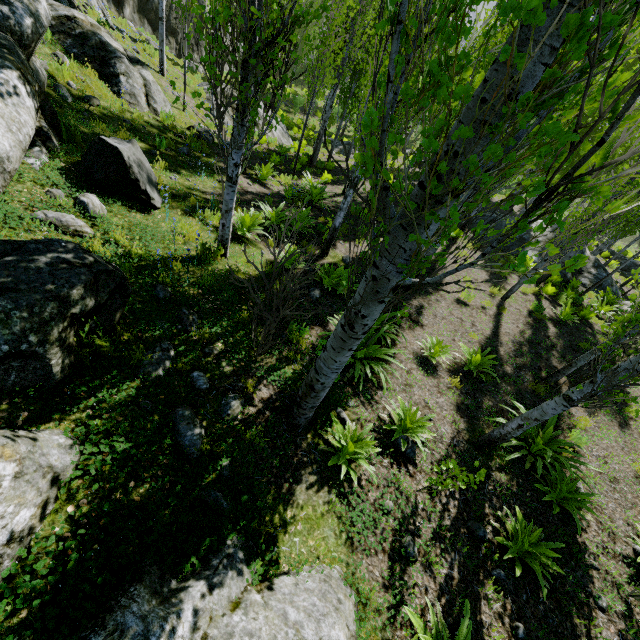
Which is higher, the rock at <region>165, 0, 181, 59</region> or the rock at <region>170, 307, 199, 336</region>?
the rock at <region>170, 307, 199, 336</region>

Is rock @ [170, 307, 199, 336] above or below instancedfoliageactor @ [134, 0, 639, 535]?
below

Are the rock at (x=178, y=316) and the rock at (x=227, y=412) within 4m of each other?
yes

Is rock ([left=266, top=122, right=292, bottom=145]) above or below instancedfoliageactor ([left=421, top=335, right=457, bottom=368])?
below

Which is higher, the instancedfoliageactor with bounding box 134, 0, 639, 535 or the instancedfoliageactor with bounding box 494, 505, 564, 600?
the instancedfoliageactor with bounding box 134, 0, 639, 535

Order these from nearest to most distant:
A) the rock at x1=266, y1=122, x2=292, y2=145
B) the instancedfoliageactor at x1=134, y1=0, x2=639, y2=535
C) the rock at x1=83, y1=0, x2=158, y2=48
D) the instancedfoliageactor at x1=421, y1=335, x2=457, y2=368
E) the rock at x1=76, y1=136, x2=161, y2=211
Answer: the instancedfoliageactor at x1=134, y1=0, x2=639, y2=535
the rock at x1=76, y1=136, x2=161, y2=211
the instancedfoliageactor at x1=421, y1=335, x2=457, y2=368
the rock at x1=83, y1=0, x2=158, y2=48
the rock at x1=266, y1=122, x2=292, y2=145

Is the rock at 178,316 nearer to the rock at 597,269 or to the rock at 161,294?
the rock at 161,294

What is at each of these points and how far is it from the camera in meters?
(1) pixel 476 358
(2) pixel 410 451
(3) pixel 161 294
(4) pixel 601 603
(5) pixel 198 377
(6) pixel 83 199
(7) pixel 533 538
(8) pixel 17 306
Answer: (1) instancedfoliageactor, 7.4 m
(2) rock, 5.1 m
(3) rock, 4.9 m
(4) rock, 4.3 m
(5) rock, 4.2 m
(6) rock, 5.3 m
(7) instancedfoliageactor, 4.4 m
(8) rock, 2.7 m
